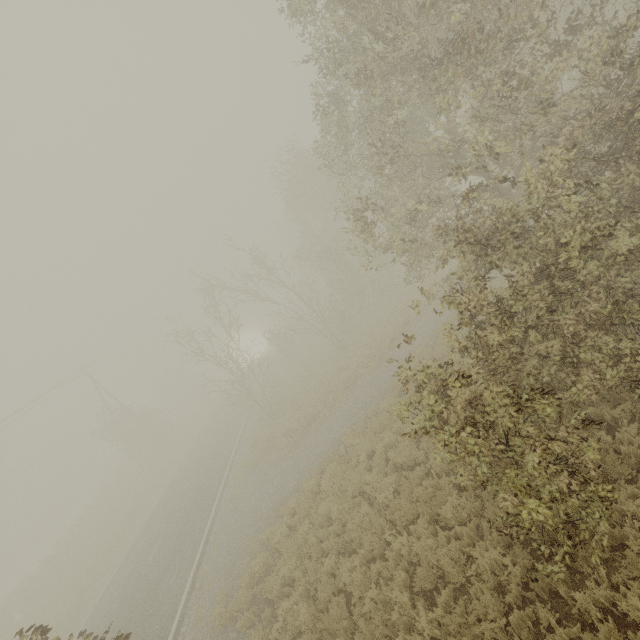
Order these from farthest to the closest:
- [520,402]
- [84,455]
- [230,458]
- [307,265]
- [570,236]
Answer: [84,455]
[307,265]
[230,458]
[570,236]
[520,402]
